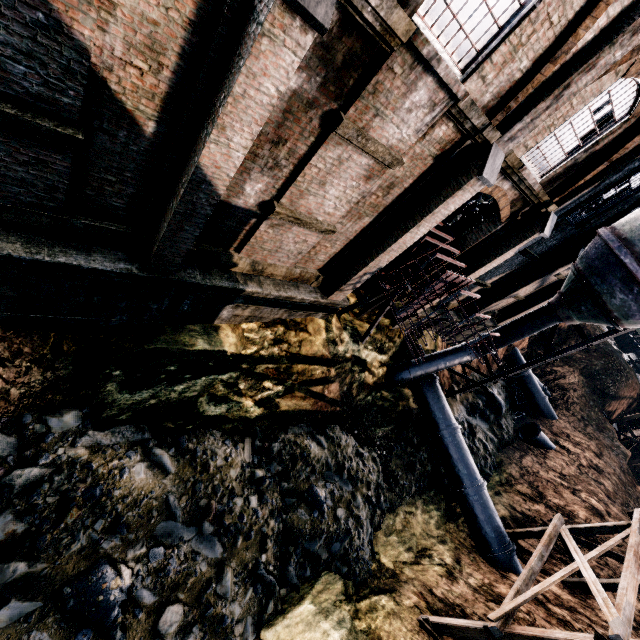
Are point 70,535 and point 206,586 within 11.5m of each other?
yes

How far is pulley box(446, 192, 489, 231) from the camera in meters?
16.1 m

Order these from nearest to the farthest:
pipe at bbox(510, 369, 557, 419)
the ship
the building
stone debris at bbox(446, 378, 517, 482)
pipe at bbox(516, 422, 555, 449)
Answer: the building
stone debris at bbox(446, 378, 517, 482)
pipe at bbox(516, 422, 555, 449)
pipe at bbox(510, 369, 557, 419)
the ship

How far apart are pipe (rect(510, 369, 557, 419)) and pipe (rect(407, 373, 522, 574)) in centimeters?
1657cm

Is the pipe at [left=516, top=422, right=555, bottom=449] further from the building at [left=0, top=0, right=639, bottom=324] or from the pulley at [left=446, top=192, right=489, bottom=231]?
the pulley at [left=446, top=192, right=489, bottom=231]

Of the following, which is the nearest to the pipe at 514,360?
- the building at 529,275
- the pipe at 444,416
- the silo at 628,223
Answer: the building at 529,275

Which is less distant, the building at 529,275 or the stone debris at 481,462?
the building at 529,275
